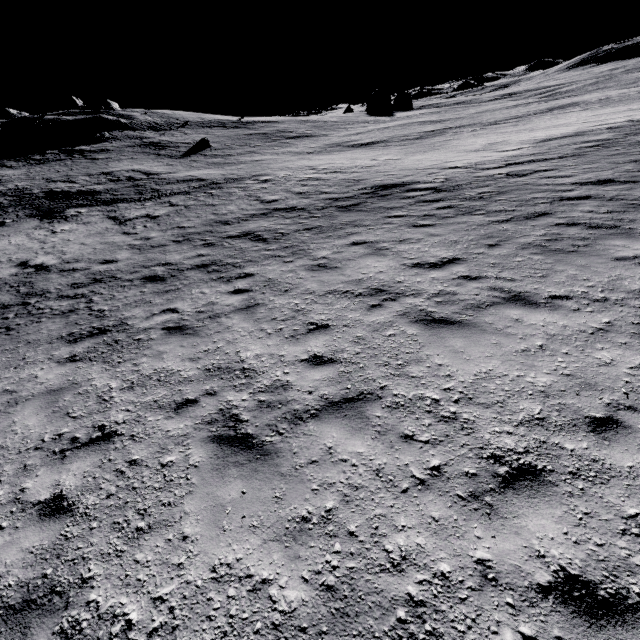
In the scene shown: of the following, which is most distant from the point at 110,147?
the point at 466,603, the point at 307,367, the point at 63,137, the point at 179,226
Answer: the point at 466,603
